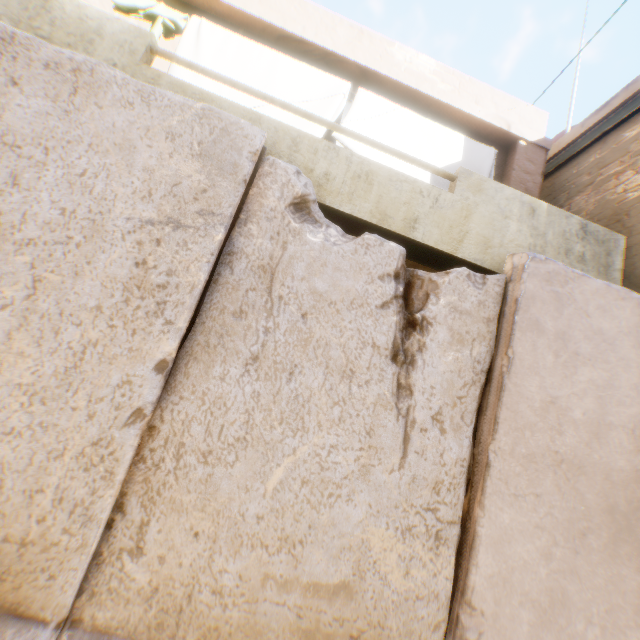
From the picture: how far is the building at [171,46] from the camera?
4.49m

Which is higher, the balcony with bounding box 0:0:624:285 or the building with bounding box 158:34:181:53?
the building with bounding box 158:34:181:53

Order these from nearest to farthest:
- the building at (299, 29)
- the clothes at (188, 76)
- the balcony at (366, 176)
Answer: the balcony at (366, 176), the clothes at (188, 76), the building at (299, 29)

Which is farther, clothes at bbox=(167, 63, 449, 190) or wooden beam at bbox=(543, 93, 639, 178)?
wooden beam at bbox=(543, 93, 639, 178)

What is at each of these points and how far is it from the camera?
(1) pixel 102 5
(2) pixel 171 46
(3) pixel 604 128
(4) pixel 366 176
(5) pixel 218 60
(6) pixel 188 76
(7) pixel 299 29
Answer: (1) building, 4.2m
(2) building, 4.5m
(3) wooden beam, 4.7m
(4) balcony, 2.9m
(5) clothes, 3.8m
(6) clothes, 3.7m
(7) building, 4.6m

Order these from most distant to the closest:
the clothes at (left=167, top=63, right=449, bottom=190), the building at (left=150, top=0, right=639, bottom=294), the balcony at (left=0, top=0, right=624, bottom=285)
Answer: the building at (left=150, top=0, right=639, bottom=294) → the clothes at (left=167, top=63, right=449, bottom=190) → the balcony at (left=0, top=0, right=624, bottom=285)

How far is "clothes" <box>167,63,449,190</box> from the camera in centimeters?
371cm

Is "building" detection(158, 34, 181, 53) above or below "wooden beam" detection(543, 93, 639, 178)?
below
